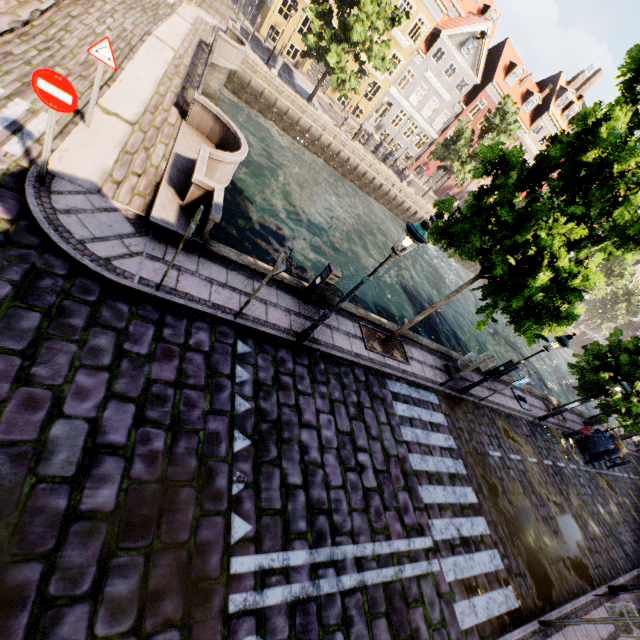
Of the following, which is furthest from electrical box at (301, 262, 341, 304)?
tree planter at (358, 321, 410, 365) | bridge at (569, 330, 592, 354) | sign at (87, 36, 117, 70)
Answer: bridge at (569, 330, 592, 354)

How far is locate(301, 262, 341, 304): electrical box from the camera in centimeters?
787cm

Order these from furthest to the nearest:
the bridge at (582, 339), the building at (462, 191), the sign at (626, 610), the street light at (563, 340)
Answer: the bridge at (582, 339)
the building at (462, 191)
the street light at (563, 340)
the sign at (626, 610)

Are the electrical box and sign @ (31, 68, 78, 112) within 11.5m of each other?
yes

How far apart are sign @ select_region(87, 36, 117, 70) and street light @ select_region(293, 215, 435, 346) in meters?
6.4

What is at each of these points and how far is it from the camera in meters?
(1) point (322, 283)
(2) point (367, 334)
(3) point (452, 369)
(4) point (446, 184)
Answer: (1) electrical box, 8.0
(2) tree planter, 9.6
(3) pillar, 11.6
(4) building, 39.8

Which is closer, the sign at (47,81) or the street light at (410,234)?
the sign at (47,81)

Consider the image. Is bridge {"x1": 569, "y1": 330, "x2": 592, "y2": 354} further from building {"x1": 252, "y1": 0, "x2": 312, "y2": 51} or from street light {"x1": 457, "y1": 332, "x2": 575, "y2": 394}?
street light {"x1": 457, "y1": 332, "x2": 575, "y2": 394}
